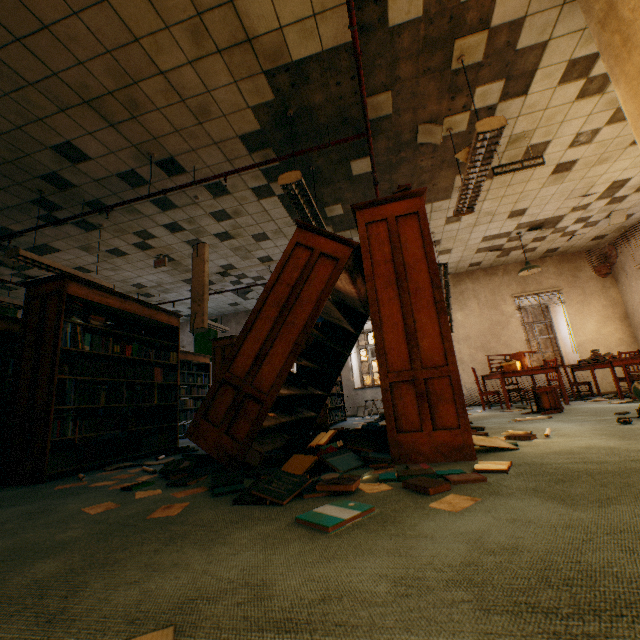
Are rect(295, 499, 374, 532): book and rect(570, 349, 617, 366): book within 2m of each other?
no

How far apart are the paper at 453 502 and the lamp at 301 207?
3.1m

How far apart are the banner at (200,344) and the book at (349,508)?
10.59m

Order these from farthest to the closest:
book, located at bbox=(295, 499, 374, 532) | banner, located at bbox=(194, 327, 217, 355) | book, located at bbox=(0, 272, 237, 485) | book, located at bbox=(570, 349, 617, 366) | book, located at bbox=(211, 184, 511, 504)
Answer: banner, located at bbox=(194, 327, 217, 355), book, located at bbox=(570, 349, 617, 366), book, located at bbox=(0, 272, 237, 485), book, located at bbox=(211, 184, 511, 504), book, located at bbox=(295, 499, 374, 532)

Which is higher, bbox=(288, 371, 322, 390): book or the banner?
the banner

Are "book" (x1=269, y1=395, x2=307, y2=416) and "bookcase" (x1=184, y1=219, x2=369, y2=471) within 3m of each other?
yes

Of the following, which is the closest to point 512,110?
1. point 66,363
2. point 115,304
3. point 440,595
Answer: point 440,595

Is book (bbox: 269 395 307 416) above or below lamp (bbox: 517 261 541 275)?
below
